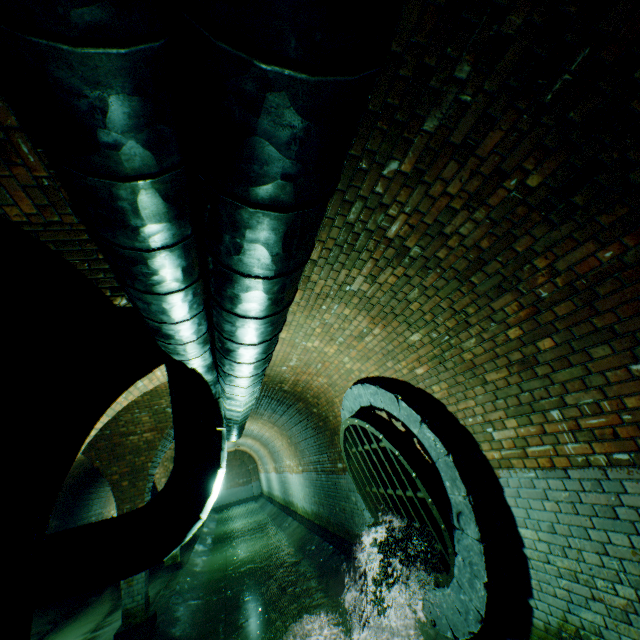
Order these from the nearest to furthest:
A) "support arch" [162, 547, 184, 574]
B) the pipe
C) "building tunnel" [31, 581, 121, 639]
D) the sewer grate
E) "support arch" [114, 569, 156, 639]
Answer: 1. the pipe
2. the sewer grate
3. "support arch" [114, 569, 156, 639]
4. "building tunnel" [31, 581, 121, 639]
5. "support arch" [162, 547, 184, 574]

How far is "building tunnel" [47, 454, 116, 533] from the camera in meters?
13.0

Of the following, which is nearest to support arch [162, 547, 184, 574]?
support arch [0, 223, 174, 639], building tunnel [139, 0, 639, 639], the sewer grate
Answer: building tunnel [139, 0, 639, 639]

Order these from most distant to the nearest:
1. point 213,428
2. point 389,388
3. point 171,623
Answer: point 171,623, point 389,388, point 213,428

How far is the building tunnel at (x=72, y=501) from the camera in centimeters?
1297cm

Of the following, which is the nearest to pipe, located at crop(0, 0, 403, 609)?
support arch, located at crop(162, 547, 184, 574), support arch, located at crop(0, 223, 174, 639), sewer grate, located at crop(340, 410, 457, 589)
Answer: support arch, located at crop(0, 223, 174, 639)

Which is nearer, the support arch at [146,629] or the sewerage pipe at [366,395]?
the sewerage pipe at [366,395]

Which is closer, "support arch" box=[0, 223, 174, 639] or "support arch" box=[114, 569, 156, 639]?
"support arch" box=[0, 223, 174, 639]
